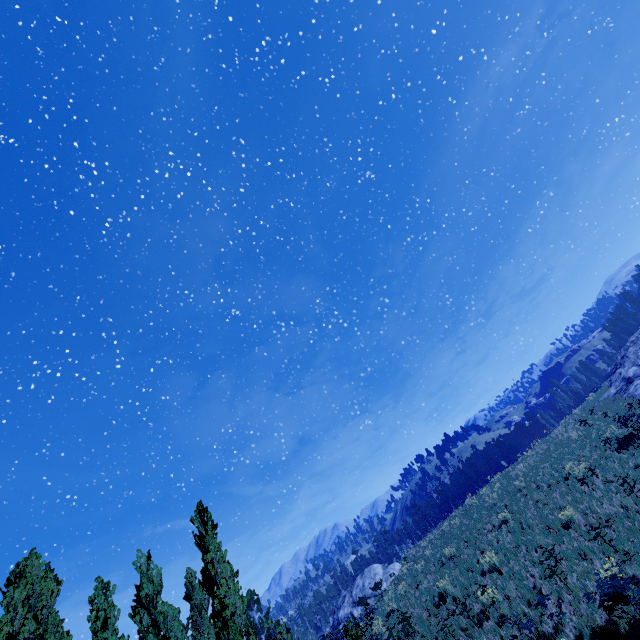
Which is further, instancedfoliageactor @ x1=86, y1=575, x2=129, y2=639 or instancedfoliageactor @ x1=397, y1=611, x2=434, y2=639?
instancedfoliageactor @ x1=397, y1=611, x2=434, y2=639

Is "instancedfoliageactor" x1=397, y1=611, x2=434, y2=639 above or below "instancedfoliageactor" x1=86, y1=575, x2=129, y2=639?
below

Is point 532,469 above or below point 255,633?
below

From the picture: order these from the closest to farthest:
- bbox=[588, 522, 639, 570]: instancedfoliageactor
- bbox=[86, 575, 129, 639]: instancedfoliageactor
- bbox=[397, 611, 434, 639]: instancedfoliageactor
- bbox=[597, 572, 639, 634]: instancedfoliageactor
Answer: bbox=[597, 572, 639, 634]: instancedfoliageactor < bbox=[588, 522, 639, 570]: instancedfoliageactor < bbox=[86, 575, 129, 639]: instancedfoliageactor < bbox=[397, 611, 434, 639]: instancedfoliageactor

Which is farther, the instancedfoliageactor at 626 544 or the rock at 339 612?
the rock at 339 612

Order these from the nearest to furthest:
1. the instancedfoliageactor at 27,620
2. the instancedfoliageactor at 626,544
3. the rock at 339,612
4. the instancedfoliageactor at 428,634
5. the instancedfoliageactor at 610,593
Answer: the instancedfoliageactor at 610,593, the instancedfoliageactor at 626,544, the instancedfoliageactor at 428,634, the instancedfoliageactor at 27,620, the rock at 339,612

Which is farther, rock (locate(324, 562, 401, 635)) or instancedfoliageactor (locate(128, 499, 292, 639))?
rock (locate(324, 562, 401, 635))
